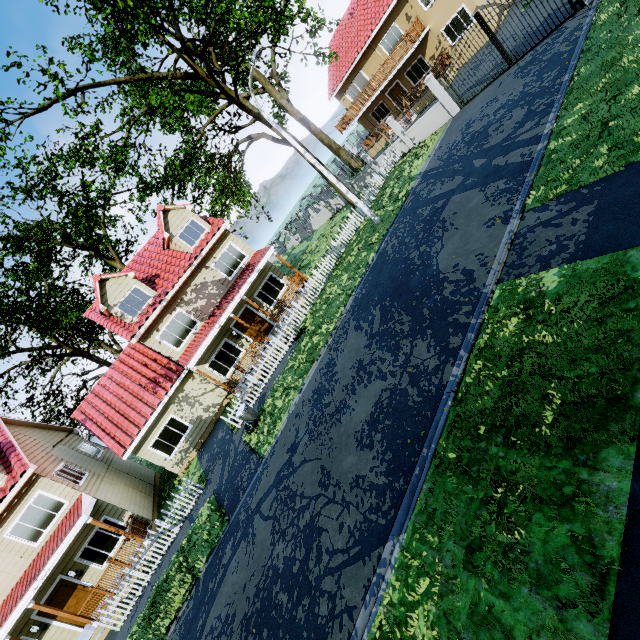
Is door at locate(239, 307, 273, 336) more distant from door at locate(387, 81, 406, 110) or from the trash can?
door at locate(387, 81, 406, 110)

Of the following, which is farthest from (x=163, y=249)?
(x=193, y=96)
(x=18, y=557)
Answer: (x=18, y=557)

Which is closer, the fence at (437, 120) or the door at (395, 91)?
the fence at (437, 120)

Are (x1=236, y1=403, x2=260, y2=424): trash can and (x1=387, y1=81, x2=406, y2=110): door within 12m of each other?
no

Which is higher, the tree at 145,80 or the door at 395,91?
the tree at 145,80

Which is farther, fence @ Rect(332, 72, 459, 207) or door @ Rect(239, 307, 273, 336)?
door @ Rect(239, 307, 273, 336)

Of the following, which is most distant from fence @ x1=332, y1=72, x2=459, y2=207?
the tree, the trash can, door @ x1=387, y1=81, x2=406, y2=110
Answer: door @ x1=387, y1=81, x2=406, y2=110

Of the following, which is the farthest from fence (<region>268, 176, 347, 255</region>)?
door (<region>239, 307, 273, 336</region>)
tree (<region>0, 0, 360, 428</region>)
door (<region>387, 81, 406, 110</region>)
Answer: door (<region>387, 81, 406, 110</region>)
